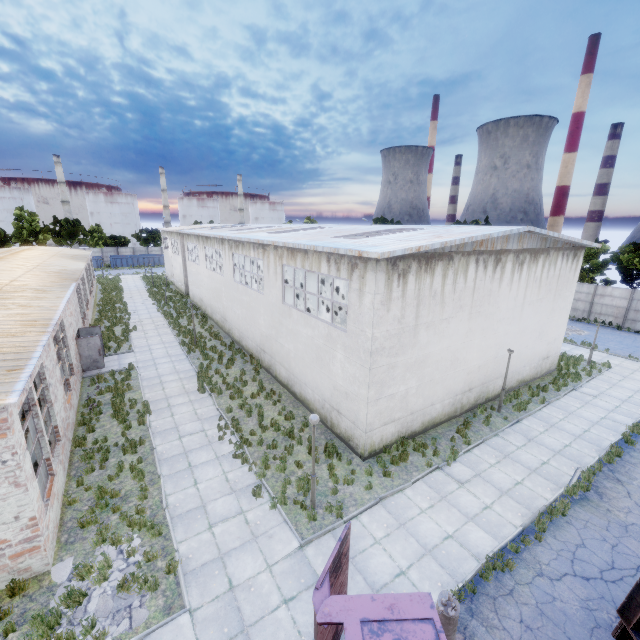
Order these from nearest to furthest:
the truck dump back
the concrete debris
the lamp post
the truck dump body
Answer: the truck dump body
the truck dump back
the lamp post
the concrete debris

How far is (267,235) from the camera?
19.5 meters

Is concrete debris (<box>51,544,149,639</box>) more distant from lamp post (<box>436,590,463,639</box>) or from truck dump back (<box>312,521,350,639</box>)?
lamp post (<box>436,590,463,639</box>)

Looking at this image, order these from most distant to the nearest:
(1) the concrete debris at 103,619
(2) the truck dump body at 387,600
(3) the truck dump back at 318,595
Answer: (1) the concrete debris at 103,619, (3) the truck dump back at 318,595, (2) the truck dump body at 387,600

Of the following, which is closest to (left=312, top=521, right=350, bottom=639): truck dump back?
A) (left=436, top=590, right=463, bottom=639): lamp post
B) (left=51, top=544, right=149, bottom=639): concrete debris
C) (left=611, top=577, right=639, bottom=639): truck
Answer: (left=436, top=590, right=463, bottom=639): lamp post

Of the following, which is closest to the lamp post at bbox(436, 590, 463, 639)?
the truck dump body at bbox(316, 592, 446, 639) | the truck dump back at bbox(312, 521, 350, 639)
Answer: the truck dump body at bbox(316, 592, 446, 639)

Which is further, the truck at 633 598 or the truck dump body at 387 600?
the truck at 633 598

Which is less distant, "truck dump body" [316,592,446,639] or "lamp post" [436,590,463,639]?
"truck dump body" [316,592,446,639]
